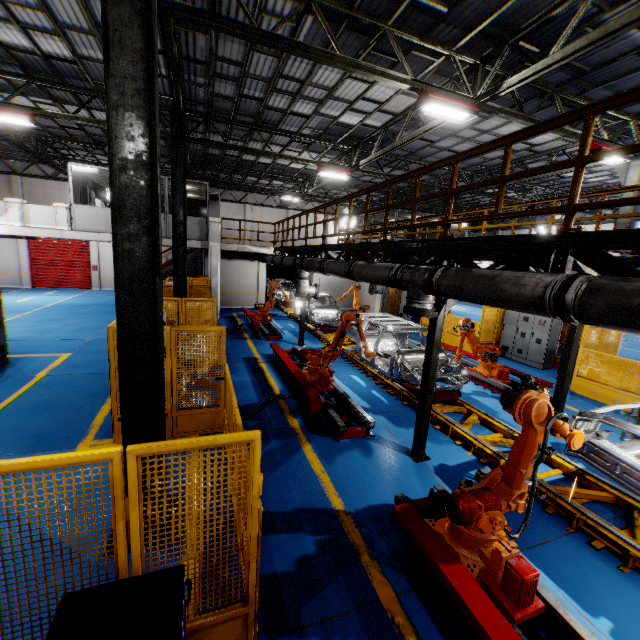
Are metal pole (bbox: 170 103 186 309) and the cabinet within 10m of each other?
no

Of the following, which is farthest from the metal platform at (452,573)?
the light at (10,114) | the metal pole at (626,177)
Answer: the light at (10,114)

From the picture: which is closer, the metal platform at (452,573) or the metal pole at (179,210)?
the metal platform at (452,573)

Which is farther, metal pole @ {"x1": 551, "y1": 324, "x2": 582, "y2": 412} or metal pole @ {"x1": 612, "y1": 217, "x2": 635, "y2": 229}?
metal pole @ {"x1": 612, "y1": 217, "x2": 635, "y2": 229}

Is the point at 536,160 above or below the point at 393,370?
above

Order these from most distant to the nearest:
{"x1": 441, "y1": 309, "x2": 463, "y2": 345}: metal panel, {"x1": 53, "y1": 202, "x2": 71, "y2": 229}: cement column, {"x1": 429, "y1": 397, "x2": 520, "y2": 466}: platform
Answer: {"x1": 441, "y1": 309, "x2": 463, "y2": 345}: metal panel
{"x1": 53, "y1": 202, "x2": 71, "y2": 229}: cement column
{"x1": 429, "y1": 397, "x2": 520, "y2": 466}: platform

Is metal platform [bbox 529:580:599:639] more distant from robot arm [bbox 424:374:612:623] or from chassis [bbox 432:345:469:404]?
chassis [bbox 432:345:469:404]

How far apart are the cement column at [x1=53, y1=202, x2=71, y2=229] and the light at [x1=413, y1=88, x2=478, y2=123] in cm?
1546
